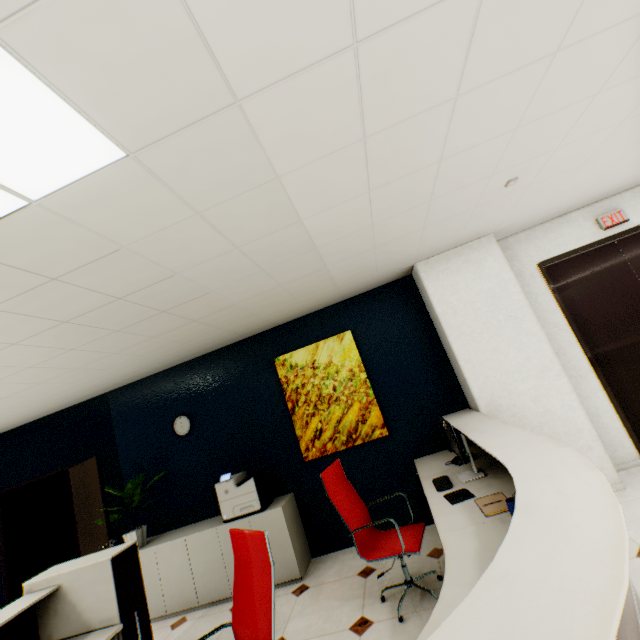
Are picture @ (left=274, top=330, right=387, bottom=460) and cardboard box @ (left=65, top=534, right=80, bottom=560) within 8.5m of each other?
yes

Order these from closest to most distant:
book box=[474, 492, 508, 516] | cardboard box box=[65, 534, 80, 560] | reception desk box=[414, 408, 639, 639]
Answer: reception desk box=[414, 408, 639, 639], book box=[474, 492, 508, 516], cardboard box box=[65, 534, 80, 560]

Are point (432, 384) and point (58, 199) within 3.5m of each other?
no

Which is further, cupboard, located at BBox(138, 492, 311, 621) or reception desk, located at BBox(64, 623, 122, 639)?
cupboard, located at BBox(138, 492, 311, 621)

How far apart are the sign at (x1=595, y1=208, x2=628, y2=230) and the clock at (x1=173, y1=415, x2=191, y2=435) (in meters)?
6.08

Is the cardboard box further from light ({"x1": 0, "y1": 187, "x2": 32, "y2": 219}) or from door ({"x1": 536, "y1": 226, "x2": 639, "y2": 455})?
door ({"x1": 536, "y1": 226, "x2": 639, "y2": 455})

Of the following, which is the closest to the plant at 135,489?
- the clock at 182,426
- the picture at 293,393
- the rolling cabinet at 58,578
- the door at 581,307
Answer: the clock at 182,426

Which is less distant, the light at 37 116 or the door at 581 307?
the light at 37 116
